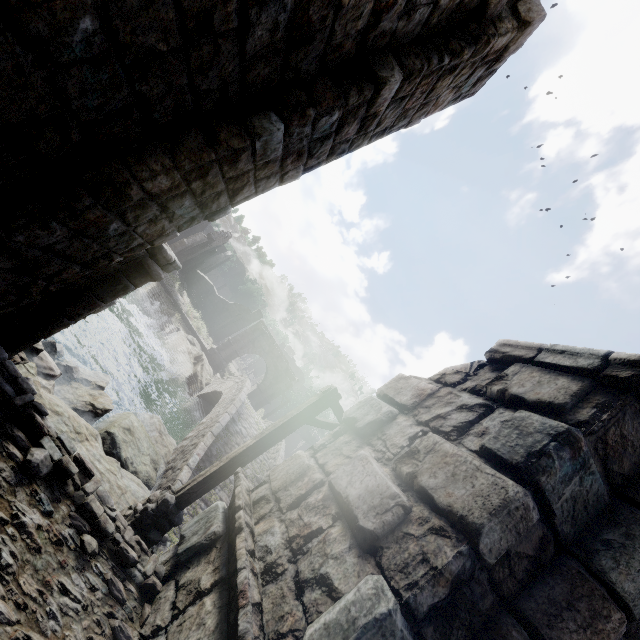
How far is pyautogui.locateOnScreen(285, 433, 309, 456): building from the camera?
50.4m

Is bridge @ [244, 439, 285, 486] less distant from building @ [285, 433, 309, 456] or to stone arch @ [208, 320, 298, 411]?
stone arch @ [208, 320, 298, 411]

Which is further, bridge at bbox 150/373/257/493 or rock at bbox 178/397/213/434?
rock at bbox 178/397/213/434

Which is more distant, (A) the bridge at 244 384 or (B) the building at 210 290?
(B) the building at 210 290

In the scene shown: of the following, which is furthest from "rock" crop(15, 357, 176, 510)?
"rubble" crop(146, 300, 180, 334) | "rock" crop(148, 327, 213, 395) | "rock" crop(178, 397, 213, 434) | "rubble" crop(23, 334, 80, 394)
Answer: "rubble" crop(146, 300, 180, 334)

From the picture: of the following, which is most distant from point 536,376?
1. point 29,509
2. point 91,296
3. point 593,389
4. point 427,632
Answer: point 91,296

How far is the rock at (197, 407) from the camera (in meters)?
20.03

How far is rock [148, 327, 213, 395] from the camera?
21.7m
